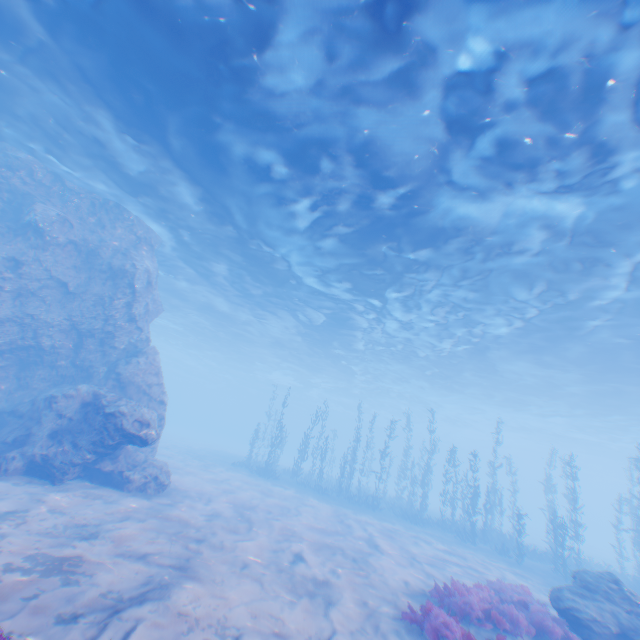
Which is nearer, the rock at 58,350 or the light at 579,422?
the light at 579,422

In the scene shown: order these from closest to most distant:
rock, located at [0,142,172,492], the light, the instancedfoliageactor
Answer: the instancedfoliageactor
the light
rock, located at [0,142,172,492]

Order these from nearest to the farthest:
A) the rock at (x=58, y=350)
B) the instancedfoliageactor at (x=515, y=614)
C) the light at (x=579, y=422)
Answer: the instancedfoliageactor at (x=515, y=614) → the light at (x=579, y=422) → the rock at (x=58, y=350)

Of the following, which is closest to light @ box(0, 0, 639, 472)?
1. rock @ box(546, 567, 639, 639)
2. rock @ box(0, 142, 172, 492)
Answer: rock @ box(0, 142, 172, 492)

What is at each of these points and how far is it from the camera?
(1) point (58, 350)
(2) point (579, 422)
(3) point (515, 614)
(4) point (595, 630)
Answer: (1) rock, 14.5m
(2) light, 35.8m
(3) instancedfoliageactor, 8.5m
(4) rock, 8.5m

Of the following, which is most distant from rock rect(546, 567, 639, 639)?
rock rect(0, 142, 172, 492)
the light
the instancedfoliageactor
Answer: the light

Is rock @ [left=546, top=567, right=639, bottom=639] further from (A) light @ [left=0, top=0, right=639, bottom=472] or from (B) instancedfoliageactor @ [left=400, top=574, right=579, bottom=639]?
(A) light @ [left=0, top=0, right=639, bottom=472]

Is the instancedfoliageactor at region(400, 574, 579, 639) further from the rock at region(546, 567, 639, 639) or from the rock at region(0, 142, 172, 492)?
the rock at region(0, 142, 172, 492)
